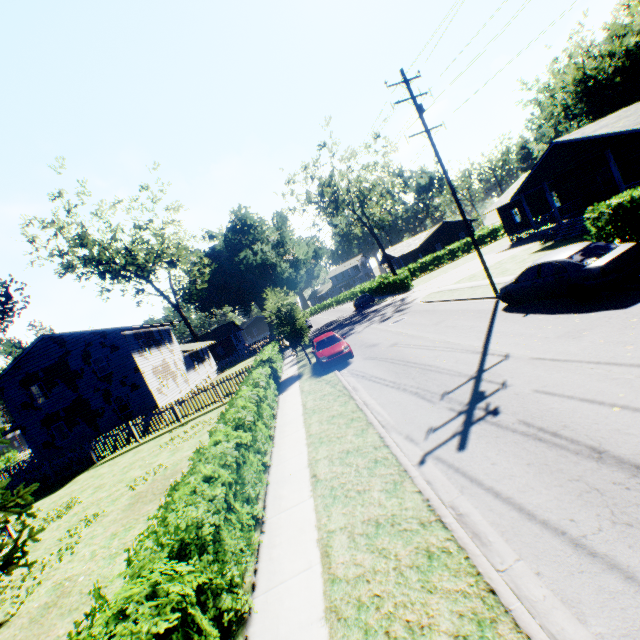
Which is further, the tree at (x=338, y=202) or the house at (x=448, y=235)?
the house at (x=448, y=235)

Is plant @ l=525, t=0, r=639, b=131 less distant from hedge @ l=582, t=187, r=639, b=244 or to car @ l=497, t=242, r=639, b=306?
car @ l=497, t=242, r=639, b=306

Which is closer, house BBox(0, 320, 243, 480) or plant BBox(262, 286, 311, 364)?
plant BBox(262, 286, 311, 364)

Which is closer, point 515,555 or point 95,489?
point 515,555

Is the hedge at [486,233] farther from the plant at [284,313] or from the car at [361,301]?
the plant at [284,313]

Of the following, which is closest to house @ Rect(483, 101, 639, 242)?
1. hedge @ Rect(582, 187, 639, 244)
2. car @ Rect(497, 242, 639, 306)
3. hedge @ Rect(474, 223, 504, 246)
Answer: hedge @ Rect(582, 187, 639, 244)

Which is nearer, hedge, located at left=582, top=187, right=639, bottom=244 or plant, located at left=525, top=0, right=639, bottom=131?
hedge, located at left=582, top=187, right=639, bottom=244

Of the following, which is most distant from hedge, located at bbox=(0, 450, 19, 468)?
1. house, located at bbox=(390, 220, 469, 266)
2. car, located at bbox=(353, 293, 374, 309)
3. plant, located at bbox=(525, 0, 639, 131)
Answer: house, located at bbox=(390, 220, 469, 266)
